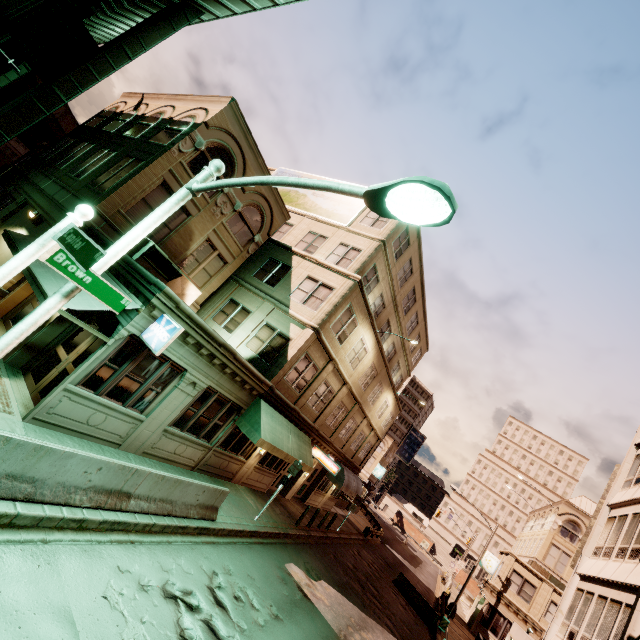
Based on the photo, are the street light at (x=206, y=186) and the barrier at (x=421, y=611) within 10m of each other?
no

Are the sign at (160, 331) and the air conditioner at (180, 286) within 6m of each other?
yes

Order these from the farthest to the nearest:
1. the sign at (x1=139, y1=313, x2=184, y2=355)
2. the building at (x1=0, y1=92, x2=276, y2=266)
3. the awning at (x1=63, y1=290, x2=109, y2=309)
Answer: the building at (x1=0, y1=92, x2=276, y2=266) → the sign at (x1=139, y1=313, x2=184, y2=355) → the awning at (x1=63, y1=290, x2=109, y2=309)

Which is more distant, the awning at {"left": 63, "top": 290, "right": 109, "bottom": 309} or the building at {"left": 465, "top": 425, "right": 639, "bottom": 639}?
the building at {"left": 465, "top": 425, "right": 639, "bottom": 639}

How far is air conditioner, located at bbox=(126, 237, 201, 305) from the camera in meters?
12.9

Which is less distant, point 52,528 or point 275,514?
point 52,528

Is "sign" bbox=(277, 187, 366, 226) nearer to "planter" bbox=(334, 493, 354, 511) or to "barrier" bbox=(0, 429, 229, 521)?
"barrier" bbox=(0, 429, 229, 521)

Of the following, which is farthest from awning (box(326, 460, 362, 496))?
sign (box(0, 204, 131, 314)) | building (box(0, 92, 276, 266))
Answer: sign (box(0, 204, 131, 314))
